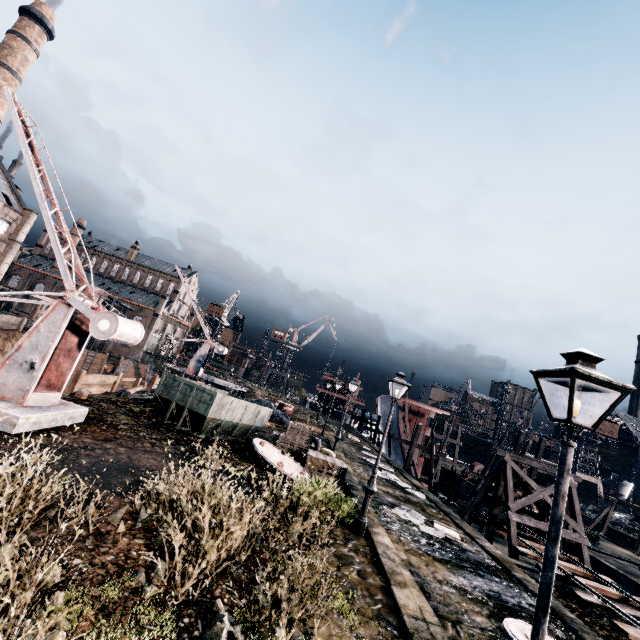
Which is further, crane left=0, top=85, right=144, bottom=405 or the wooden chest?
the wooden chest

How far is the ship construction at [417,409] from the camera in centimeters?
3681cm

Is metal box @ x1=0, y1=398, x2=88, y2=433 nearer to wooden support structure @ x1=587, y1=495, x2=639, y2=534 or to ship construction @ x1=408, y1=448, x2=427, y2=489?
ship construction @ x1=408, y1=448, x2=427, y2=489

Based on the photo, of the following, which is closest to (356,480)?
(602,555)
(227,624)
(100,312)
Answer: (227,624)

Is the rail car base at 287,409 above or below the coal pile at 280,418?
above

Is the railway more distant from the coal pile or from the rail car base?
the rail car base

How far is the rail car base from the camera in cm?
3791

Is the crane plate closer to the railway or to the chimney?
the railway
